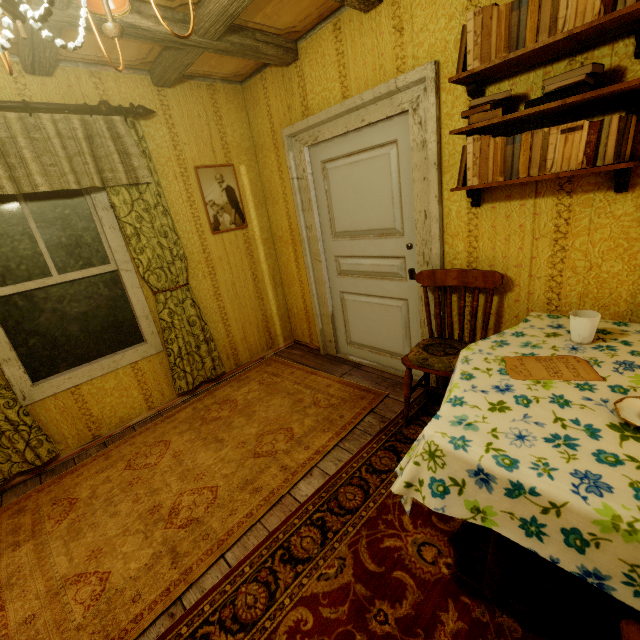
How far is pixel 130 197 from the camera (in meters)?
2.62

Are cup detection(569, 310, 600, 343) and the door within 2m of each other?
yes

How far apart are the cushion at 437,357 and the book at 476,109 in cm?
133

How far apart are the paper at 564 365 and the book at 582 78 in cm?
117

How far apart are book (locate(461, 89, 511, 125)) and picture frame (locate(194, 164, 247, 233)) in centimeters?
228cm

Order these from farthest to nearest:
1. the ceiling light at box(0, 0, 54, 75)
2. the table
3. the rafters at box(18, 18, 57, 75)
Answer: the rafters at box(18, 18, 57, 75), the table, the ceiling light at box(0, 0, 54, 75)

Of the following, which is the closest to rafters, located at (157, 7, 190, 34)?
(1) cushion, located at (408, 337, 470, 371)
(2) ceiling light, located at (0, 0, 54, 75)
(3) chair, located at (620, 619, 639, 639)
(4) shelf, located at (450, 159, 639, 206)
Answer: (2) ceiling light, located at (0, 0, 54, 75)

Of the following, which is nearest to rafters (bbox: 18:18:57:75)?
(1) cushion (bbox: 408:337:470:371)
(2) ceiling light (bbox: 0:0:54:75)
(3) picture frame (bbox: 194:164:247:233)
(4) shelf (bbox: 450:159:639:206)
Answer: (2) ceiling light (bbox: 0:0:54:75)
